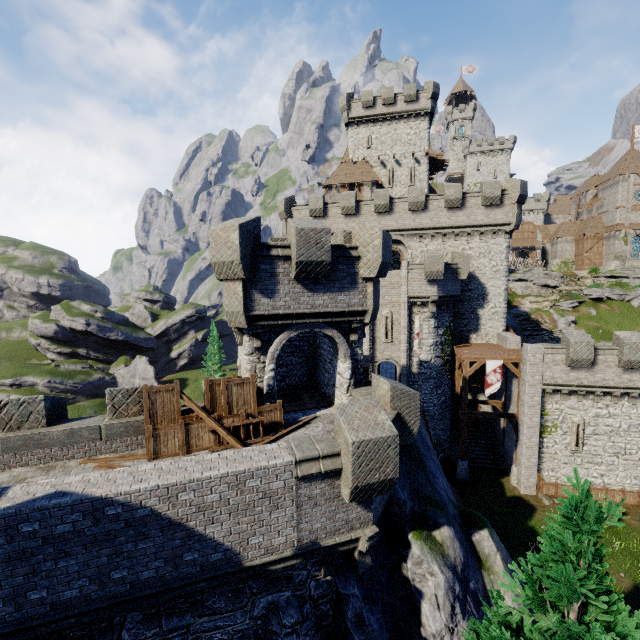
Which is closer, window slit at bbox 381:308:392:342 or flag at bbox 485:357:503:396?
flag at bbox 485:357:503:396

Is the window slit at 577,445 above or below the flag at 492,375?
below

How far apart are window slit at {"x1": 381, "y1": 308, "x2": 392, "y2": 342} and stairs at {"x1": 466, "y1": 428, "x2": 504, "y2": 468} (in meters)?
10.61

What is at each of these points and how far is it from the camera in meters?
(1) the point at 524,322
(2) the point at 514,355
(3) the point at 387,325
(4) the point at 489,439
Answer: (1) stairs, 47.8 m
(2) walkway, 23.6 m
(3) window slit, 26.3 m
(4) stairs, 28.5 m

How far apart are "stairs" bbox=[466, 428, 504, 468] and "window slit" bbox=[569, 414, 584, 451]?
5.25m

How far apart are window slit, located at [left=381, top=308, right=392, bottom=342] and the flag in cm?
668

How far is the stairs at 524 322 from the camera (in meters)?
47.16

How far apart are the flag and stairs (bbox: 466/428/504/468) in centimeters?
699cm
